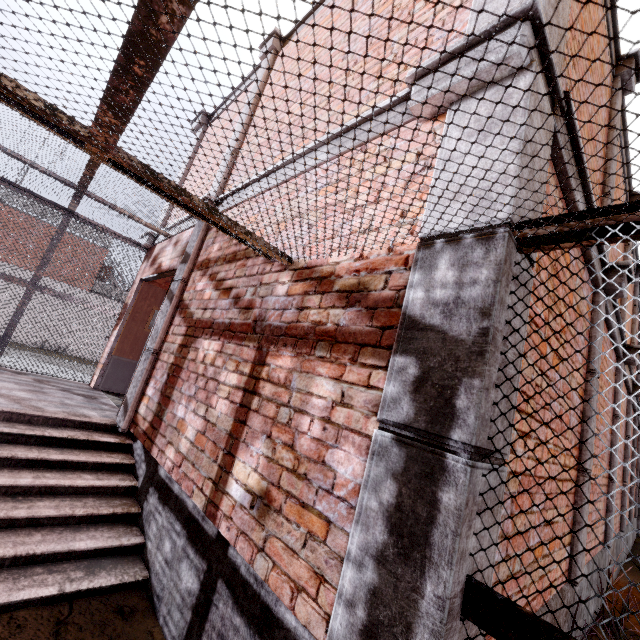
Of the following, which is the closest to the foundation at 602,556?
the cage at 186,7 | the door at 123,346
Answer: the cage at 186,7

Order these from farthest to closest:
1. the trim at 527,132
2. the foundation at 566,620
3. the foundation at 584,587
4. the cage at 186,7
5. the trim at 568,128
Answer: the foundation at 584,587, the foundation at 566,620, the trim at 568,128, the trim at 527,132, the cage at 186,7

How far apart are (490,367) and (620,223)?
0.7m

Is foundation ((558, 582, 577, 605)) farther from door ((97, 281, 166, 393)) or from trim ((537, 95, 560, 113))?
door ((97, 281, 166, 393))

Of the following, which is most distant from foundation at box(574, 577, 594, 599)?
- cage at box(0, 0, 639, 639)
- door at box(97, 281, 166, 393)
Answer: door at box(97, 281, 166, 393)

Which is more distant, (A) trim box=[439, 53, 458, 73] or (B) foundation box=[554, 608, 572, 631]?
(B) foundation box=[554, 608, 572, 631]
